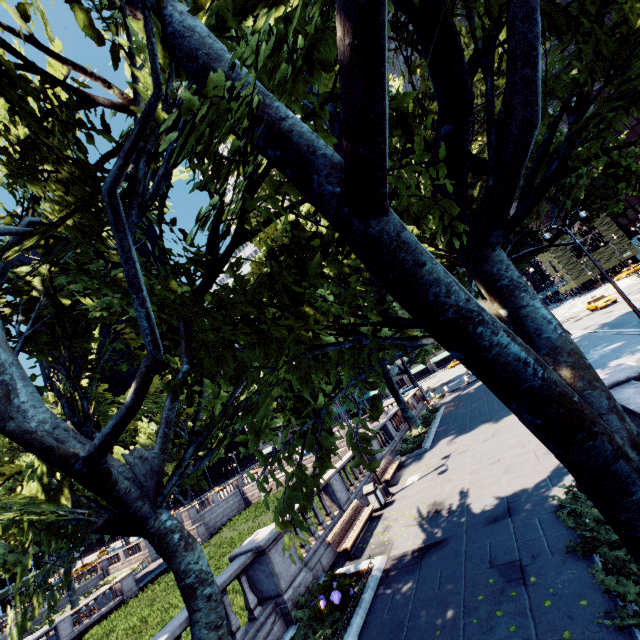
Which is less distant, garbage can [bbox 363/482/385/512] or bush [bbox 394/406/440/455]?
garbage can [bbox 363/482/385/512]

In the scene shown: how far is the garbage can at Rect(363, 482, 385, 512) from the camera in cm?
1345

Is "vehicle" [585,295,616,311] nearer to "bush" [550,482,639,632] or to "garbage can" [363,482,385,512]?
"garbage can" [363,482,385,512]

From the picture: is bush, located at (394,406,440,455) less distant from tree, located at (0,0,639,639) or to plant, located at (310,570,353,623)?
tree, located at (0,0,639,639)

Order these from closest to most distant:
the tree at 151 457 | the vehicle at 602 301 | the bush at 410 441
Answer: the tree at 151 457, the bush at 410 441, the vehicle at 602 301

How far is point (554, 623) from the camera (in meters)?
5.09

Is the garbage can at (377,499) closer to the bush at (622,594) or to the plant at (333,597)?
the plant at (333,597)

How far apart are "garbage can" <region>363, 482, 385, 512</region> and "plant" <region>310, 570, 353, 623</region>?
4.9 meters
